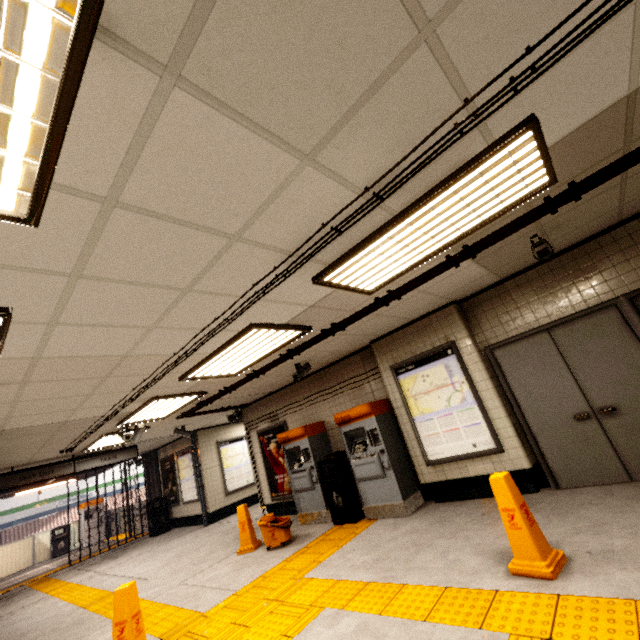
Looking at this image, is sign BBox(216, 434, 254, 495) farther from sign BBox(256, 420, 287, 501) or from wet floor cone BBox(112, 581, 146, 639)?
wet floor cone BBox(112, 581, 146, 639)

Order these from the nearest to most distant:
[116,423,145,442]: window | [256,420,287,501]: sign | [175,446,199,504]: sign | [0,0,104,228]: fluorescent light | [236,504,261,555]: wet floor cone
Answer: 1. [0,0,104,228]: fluorescent light
2. [236,504,261,555]: wet floor cone
3. [116,423,145,442]: window
4. [256,420,287,501]: sign
5. [175,446,199,504]: sign

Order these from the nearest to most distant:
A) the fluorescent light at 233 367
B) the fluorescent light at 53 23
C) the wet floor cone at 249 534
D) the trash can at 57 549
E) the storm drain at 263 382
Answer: the fluorescent light at 53 23 → the storm drain at 263 382 → the fluorescent light at 233 367 → the wet floor cone at 249 534 → the trash can at 57 549

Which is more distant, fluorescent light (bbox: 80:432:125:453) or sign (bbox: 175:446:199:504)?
sign (bbox: 175:446:199:504)

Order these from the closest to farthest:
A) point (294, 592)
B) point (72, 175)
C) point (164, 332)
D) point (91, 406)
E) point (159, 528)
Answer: point (72, 175) → point (164, 332) → point (294, 592) → point (91, 406) → point (159, 528)

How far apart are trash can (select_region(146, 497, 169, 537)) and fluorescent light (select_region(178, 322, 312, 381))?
9.5 meters

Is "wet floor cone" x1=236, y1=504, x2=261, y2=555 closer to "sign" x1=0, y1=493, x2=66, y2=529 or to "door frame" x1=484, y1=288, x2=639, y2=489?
"door frame" x1=484, y1=288, x2=639, y2=489

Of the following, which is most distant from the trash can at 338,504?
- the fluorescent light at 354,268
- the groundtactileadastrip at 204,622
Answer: the fluorescent light at 354,268
